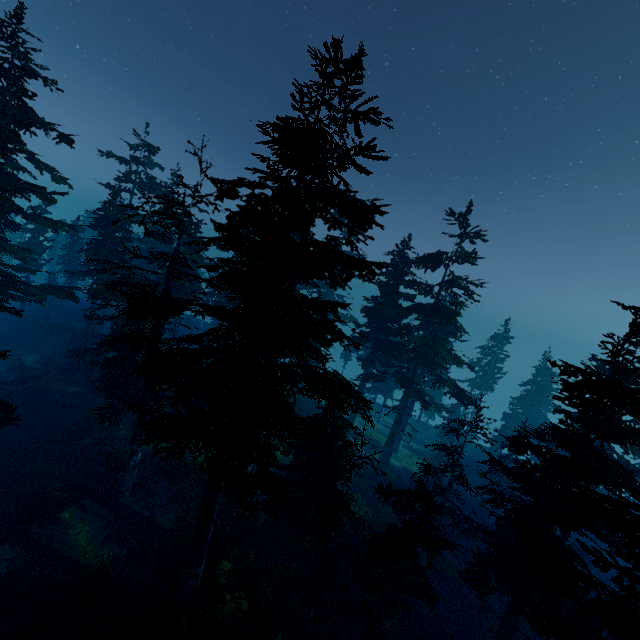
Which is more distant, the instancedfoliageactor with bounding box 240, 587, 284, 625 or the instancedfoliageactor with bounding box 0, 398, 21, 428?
the instancedfoliageactor with bounding box 0, 398, 21, 428

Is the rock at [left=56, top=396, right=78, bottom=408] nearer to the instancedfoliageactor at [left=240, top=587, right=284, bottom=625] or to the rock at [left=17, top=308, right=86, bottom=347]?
the instancedfoliageactor at [left=240, top=587, right=284, bottom=625]

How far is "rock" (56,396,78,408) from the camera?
28.0m

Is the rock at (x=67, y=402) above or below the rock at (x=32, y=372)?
above

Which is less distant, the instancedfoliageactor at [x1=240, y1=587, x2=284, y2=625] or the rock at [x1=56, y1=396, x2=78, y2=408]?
the instancedfoliageactor at [x1=240, y1=587, x2=284, y2=625]

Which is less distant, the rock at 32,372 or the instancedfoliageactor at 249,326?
the instancedfoliageactor at 249,326

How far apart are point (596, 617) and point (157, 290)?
23.1 meters

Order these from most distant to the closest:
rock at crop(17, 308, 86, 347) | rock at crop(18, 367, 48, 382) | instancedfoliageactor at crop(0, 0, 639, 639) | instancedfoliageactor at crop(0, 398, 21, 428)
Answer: rock at crop(17, 308, 86, 347), rock at crop(18, 367, 48, 382), instancedfoliageactor at crop(0, 398, 21, 428), instancedfoliageactor at crop(0, 0, 639, 639)
